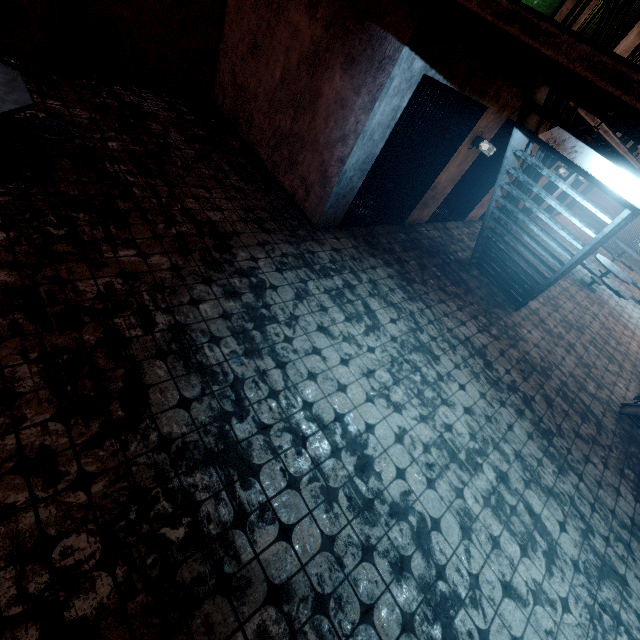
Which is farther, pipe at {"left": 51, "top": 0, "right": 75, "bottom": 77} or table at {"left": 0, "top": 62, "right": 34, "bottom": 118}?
pipe at {"left": 51, "top": 0, "right": 75, "bottom": 77}

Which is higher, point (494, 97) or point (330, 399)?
point (494, 97)

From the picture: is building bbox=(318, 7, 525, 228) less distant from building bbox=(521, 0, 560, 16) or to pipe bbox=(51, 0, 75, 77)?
building bbox=(521, 0, 560, 16)

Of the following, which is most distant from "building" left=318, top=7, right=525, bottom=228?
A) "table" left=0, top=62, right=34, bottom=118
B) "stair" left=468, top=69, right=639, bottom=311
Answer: "table" left=0, top=62, right=34, bottom=118

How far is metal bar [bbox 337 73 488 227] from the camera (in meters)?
4.42

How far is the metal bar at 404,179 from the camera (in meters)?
4.42

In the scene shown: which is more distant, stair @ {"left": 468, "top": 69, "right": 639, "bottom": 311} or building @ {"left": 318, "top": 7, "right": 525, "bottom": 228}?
building @ {"left": 318, "top": 7, "right": 525, "bottom": 228}

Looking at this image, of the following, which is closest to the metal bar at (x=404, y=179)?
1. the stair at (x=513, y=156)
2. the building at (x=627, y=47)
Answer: the building at (x=627, y=47)
